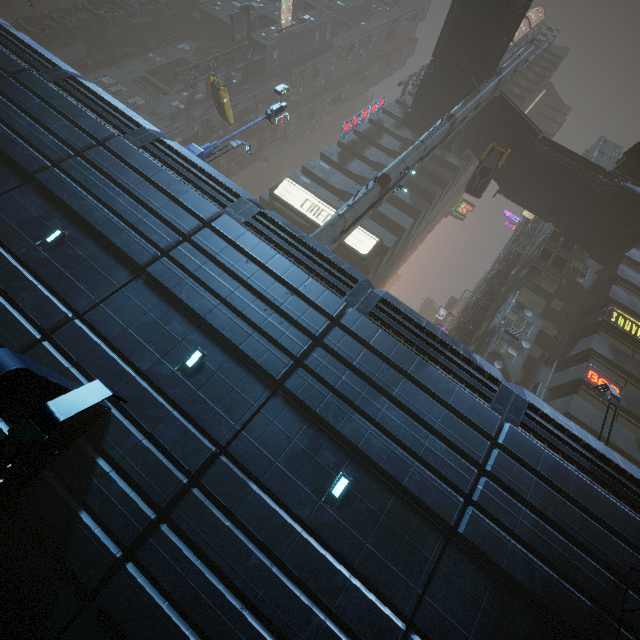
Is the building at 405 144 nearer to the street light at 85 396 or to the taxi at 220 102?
the street light at 85 396

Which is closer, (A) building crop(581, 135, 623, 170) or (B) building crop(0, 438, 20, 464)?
(B) building crop(0, 438, 20, 464)

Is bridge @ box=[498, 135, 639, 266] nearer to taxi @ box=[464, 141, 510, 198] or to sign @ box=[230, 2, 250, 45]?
taxi @ box=[464, 141, 510, 198]

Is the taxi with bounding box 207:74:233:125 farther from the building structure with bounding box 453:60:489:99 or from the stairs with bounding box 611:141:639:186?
the building structure with bounding box 453:60:489:99

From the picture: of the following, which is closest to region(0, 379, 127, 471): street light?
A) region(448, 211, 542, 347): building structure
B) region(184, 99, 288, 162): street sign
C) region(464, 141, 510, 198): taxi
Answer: region(184, 99, 288, 162): street sign

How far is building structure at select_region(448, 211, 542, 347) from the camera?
26.67m

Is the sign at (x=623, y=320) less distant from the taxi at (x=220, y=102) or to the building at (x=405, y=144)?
the building at (x=405, y=144)

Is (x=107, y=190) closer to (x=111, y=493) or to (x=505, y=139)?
(x=111, y=493)
